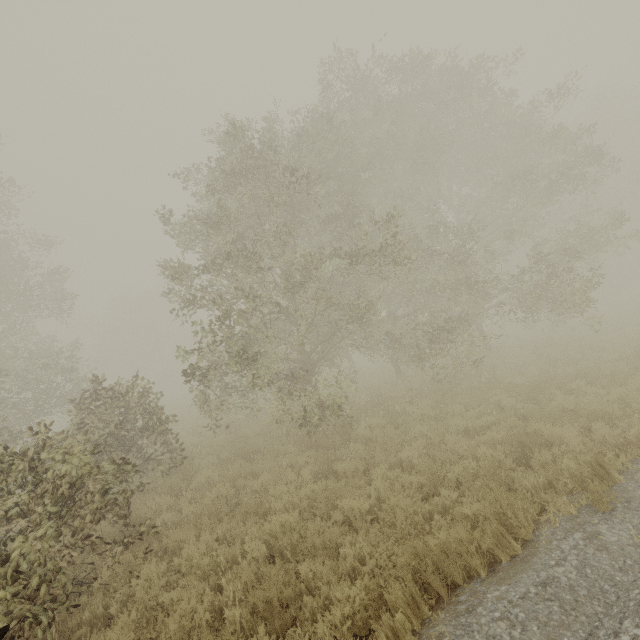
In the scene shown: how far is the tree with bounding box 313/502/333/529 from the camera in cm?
583

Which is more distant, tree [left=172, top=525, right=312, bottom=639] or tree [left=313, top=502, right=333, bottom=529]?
tree [left=313, top=502, right=333, bottom=529]

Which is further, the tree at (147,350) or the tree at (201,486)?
the tree at (201,486)

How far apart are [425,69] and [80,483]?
17.09m
